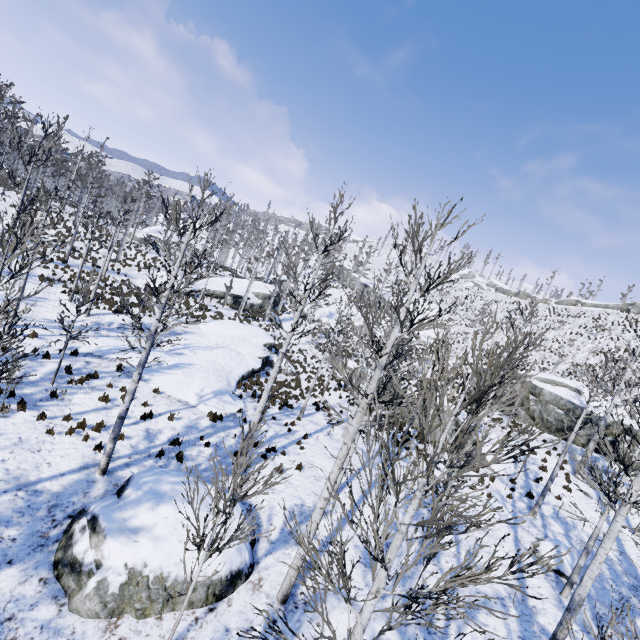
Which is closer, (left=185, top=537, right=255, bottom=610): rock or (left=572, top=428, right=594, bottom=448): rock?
(left=185, top=537, right=255, bottom=610): rock

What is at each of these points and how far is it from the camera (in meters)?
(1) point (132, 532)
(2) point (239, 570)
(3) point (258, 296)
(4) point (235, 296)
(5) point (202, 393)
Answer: (1) rock, 7.14
(2) rock, 7.76
(3) rock, 41.03
(4) rock, 36.84
(5) rock, 15.64

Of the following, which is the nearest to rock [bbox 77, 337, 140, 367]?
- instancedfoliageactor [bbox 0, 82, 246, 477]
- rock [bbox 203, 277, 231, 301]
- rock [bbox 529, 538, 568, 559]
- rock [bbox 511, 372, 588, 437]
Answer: instancedfoliageactor [bbox 0, 82, 246, 477]

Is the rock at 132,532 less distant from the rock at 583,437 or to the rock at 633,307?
the rock at 583,437

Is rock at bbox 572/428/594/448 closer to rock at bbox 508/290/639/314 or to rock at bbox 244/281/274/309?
rock at bbox 244/281/274/309

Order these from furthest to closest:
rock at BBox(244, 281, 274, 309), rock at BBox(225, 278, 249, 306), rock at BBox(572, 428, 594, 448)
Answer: rock at BBox(244, 281, 274, 309) → rock at BBox(225, 278, 249, 306) → rock at BBox(572, 428, 594, 448)

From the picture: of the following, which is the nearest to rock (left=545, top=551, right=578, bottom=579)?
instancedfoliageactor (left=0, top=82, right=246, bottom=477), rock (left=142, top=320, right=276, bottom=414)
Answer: rock (left=142, top=320, right=276, bottom=414)
